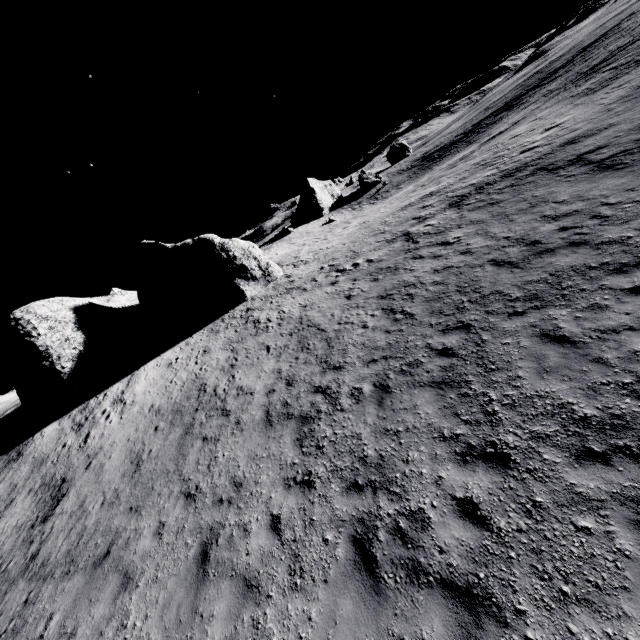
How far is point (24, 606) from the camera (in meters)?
9.10
